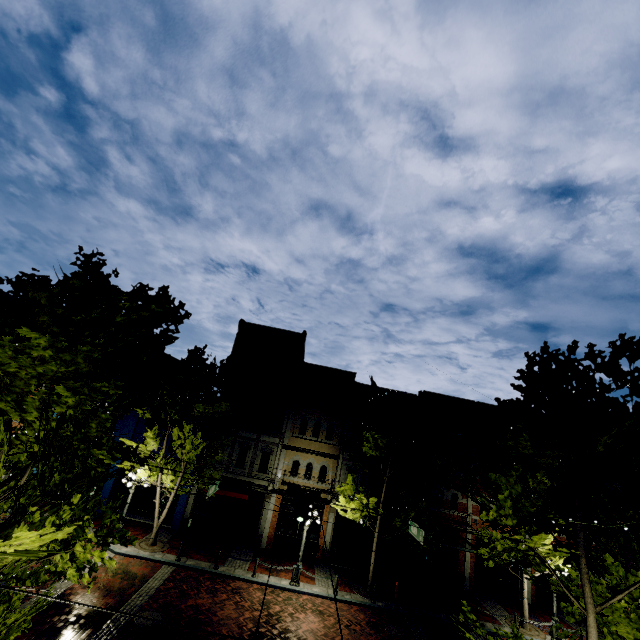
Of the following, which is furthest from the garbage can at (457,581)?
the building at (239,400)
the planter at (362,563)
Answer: the planter at (362,563)

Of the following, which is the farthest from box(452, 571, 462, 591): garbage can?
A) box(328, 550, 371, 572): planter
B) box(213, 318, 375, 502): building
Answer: box(328, 550, 371, 572): planter

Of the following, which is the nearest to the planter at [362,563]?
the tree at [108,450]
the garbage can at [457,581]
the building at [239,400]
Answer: Result: the building at [239,400]

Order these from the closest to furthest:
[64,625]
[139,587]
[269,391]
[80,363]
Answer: [80,363] < [64,625] < [139,587] < [269,391]

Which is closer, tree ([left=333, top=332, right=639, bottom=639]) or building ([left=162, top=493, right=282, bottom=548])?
tree ([left=333, top=332, right=639, bottom=639])

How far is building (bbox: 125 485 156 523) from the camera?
20.8m

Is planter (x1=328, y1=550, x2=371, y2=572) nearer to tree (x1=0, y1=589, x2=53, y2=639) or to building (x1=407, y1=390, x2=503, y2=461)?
building (x1=407, y1=390, x2=503, y2=461)

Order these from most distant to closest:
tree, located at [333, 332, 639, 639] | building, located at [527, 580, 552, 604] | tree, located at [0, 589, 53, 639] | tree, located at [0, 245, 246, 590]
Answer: building, located at [527, 580, 552, 604] < tree, located at [333, 332, 639, 639] < tree, located at [0, 589, 53, 639] < tree, located at [0, 245, 246, 590]
